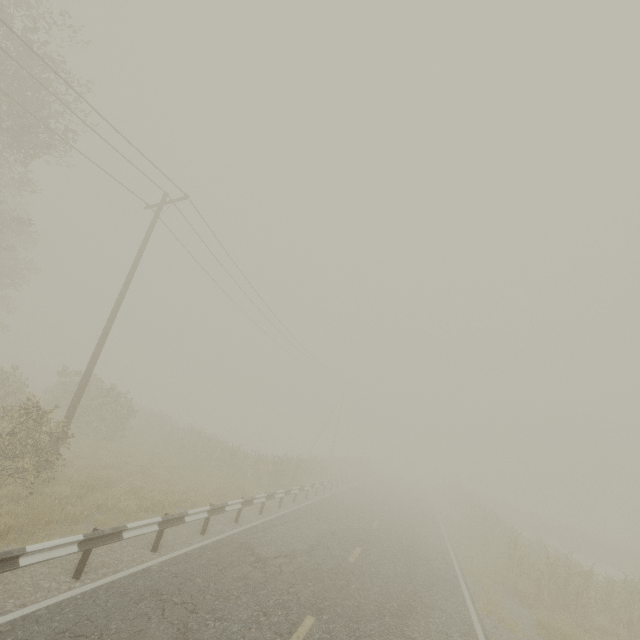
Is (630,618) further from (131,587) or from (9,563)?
(9,563)
